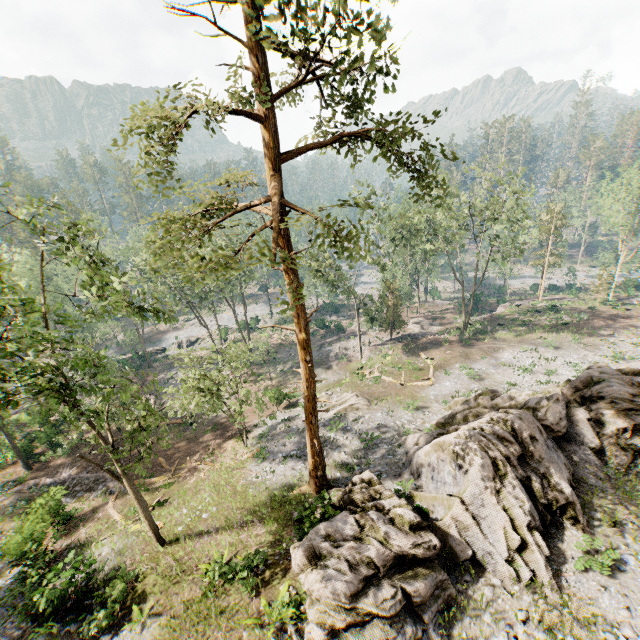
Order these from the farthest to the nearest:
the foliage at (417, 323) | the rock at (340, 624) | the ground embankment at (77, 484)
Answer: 1. the foliage at (417, 323)
2. the ground embankment at (77, 484)
3. the rock at (340, 624)

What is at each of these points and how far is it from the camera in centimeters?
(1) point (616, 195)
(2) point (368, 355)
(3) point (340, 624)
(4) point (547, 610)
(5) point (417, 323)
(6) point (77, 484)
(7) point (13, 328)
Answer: (1) foliage, 4422cm
(2) ground embankment, 3934cm
(3) rock, 957cm
(4) foliage, 1070cm
(5) foliage, 4966cm
(6) ground embankment, 2461cm
(7) foliage, 2622cm

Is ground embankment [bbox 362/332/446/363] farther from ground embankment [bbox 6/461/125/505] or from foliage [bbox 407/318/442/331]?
ground embankment [bbox 6/461/125/505]

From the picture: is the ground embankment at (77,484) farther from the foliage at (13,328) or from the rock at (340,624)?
the rock at (340,624)

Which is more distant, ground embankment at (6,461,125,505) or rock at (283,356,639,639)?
ground embankment at (6,461,125,505)

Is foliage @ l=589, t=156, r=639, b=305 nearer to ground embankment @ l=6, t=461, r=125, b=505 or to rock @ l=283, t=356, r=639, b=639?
rock @ l=283, t=356, r=639, b=639

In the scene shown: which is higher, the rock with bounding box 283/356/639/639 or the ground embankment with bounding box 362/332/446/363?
the rock with bounding box 283/356/639/639

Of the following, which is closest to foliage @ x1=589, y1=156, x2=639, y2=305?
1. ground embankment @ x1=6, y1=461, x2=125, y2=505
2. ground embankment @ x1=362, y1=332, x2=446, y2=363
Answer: ground embankment @ x1=362, y1=332, x2=446, y2=363
